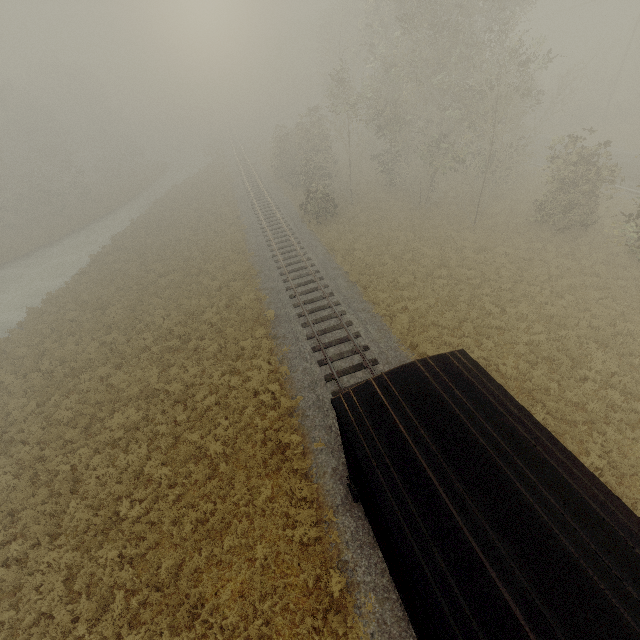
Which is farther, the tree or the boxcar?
the tree

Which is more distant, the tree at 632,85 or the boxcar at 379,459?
the tree at 632,85

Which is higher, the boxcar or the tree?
the boxcar

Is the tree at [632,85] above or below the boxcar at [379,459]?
below

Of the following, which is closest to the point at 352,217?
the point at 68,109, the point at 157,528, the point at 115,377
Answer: the point at 115,377
